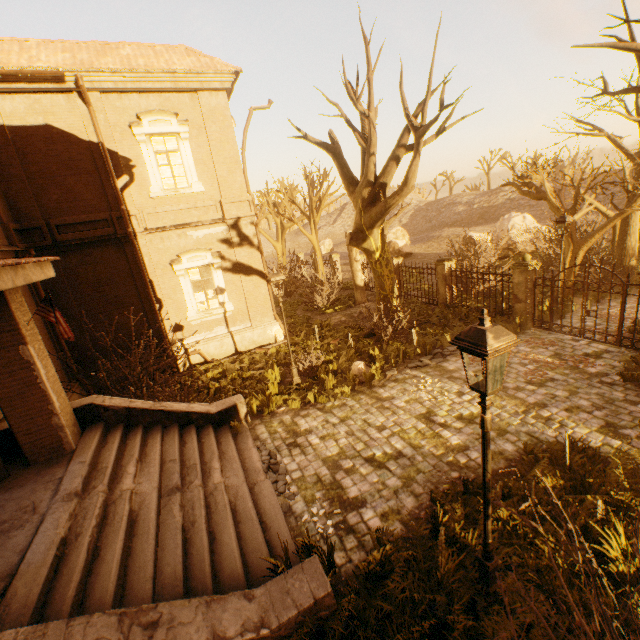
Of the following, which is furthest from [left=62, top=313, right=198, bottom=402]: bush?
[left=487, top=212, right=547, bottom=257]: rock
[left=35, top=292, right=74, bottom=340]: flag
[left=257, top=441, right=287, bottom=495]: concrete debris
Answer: [left=487, top=212, right=547, bottom=257]: rock

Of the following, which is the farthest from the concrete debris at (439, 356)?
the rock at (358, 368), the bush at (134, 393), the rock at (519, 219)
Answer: the rock at (519, 219)

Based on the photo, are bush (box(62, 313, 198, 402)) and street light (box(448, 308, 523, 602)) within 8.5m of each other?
no

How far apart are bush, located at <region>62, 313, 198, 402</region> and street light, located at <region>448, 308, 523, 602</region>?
9.8 meters

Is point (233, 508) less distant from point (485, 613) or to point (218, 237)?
point (485, 613)

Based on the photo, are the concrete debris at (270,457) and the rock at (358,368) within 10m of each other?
yes

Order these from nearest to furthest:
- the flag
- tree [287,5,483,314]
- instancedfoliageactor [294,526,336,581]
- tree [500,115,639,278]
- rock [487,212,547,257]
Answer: instancedfoliageactor [294,526,336,581]
the flag
tree [287,5,483,314]
tree [500,115,639,278]
rock [487,212,547,257]

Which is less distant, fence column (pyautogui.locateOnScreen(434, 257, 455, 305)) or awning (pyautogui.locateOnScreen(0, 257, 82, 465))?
awning (pyautogui.locateOnScreen(0, 257, 82, 465))
